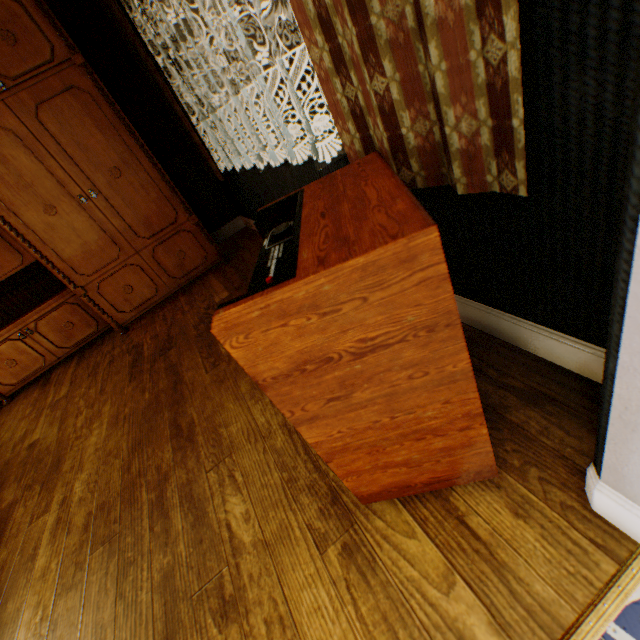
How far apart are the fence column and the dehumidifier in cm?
2682

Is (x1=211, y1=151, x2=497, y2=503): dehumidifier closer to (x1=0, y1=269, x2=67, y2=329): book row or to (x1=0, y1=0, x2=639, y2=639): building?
(x1=0, y1=0, x2=639, y2=639): building

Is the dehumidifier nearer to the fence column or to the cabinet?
the cabinet

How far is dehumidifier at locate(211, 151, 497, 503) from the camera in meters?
0.6 m

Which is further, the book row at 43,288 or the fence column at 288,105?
the fence column at 288,105

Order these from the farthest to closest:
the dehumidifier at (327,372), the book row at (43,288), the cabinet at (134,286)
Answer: the book row at (43,288)
the cabinet at (134,286)
the dehumidifier at (327,372)

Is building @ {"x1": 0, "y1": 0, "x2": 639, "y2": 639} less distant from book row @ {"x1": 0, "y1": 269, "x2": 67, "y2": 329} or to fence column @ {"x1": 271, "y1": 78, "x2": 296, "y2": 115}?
book row @ {"x1": 0, "y1": 269, "x2": 67, "y2": 329}

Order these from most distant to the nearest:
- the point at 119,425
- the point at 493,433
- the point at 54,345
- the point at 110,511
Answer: the point at 54,345 → the point at 119,425 → the point at 110,511 → the point at 493,433
